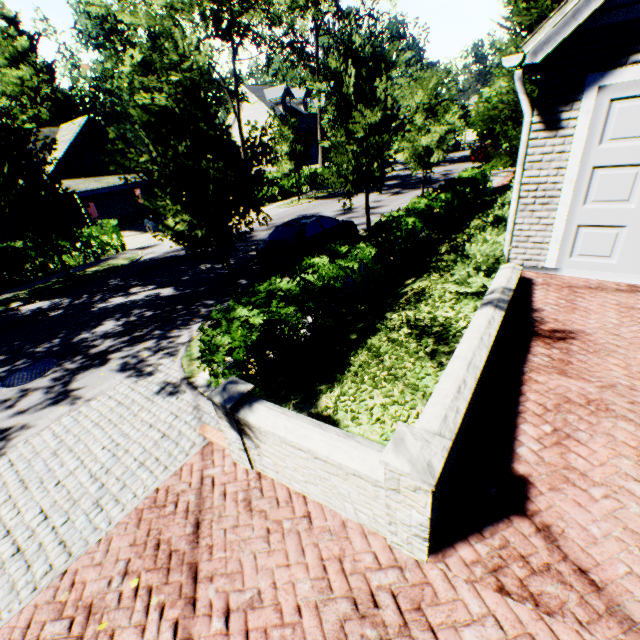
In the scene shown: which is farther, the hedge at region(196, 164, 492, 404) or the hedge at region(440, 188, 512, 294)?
the hedge at region(440, 188, 512, 294)

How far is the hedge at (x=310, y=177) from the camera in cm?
2938

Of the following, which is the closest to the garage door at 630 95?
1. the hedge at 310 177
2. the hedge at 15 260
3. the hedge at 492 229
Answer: the hedge at 492 229

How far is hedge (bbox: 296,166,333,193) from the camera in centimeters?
2938cm

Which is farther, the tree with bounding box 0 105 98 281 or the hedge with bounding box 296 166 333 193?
the hedge with bounding box 296 166 333 193

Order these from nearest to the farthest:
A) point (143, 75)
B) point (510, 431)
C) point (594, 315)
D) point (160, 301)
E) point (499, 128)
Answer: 1. point (510, 431)
2. point (594, 315)
3. point (143, 75)
4. point (160, 301)
5. point (499, 128)

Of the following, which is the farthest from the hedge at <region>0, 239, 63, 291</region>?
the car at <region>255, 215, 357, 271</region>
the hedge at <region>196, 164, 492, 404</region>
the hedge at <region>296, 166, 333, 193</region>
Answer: the hedge at <region>296, 166, 333, 193</region>

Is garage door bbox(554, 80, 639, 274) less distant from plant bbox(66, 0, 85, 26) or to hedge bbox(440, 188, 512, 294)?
hedge bbox(440, 188, 512, 294)
